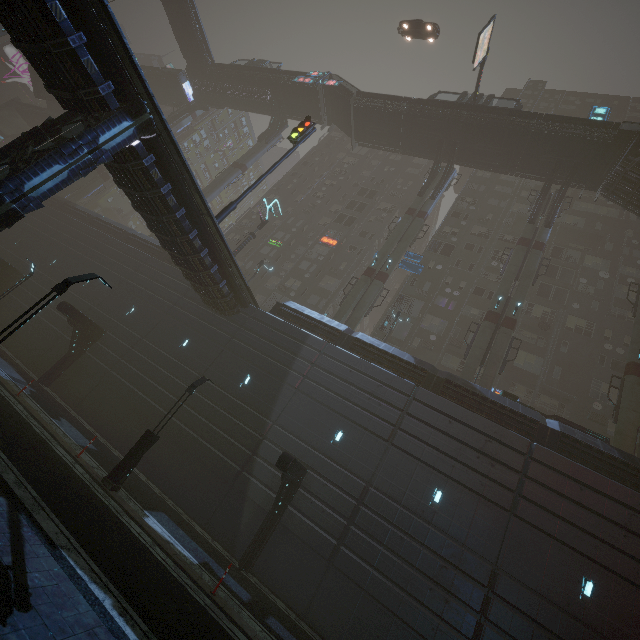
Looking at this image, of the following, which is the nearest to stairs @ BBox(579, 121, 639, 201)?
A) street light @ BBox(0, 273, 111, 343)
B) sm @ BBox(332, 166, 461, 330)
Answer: sm @ BBox(332, 166, 461, 330)

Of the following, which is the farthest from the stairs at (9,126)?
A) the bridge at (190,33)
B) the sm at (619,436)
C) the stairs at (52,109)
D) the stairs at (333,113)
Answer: the sm at (619,436)

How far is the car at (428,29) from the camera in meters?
33.2

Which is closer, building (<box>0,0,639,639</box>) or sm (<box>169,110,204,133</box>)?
building (<box>0,0,639,639</box>)

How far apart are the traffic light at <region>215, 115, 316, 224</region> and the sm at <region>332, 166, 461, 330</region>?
11.8 meters

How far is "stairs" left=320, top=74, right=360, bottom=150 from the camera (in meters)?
35.87

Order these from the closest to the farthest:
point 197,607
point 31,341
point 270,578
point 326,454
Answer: point 197,607 → point 270,578 → point 326,454 → point 31,341

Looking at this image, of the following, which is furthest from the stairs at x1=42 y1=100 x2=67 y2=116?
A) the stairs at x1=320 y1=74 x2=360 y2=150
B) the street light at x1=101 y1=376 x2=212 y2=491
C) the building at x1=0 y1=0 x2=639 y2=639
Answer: the street light at x1=101 y1=376 x2=212 y2=491
